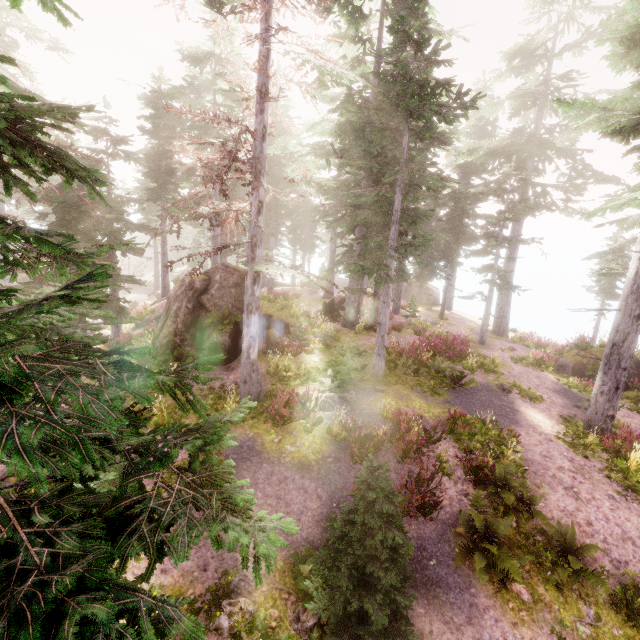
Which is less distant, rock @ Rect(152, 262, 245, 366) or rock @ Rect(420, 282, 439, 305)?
rock @ Rect(152, 262, 245, 366)

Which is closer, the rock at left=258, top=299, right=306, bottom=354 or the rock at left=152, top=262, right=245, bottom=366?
the rock at left=152, top=262, right=245, bottom=366

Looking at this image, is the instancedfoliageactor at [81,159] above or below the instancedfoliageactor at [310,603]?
above

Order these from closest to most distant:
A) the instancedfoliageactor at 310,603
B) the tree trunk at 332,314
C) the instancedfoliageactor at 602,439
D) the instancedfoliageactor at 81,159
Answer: the instancedfoliageactor at 81,159
the instancedfoliageactor at 310,603
the instancedfoliageactor at 602,439
the tree trunk at 332,314

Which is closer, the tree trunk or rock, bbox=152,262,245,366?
rock, bbox=152,262,245,366

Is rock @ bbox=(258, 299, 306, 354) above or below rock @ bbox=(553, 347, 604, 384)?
above

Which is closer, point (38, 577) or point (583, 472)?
point (38, 577)
